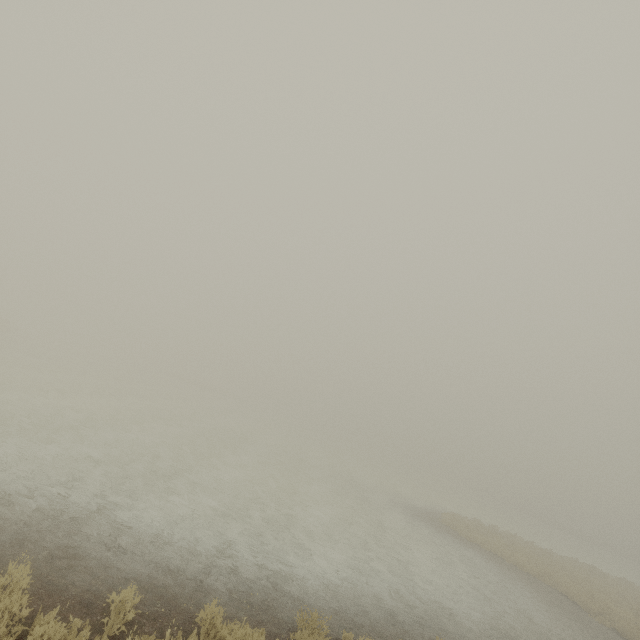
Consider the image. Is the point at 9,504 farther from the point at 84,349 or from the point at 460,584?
the point at 84,349
